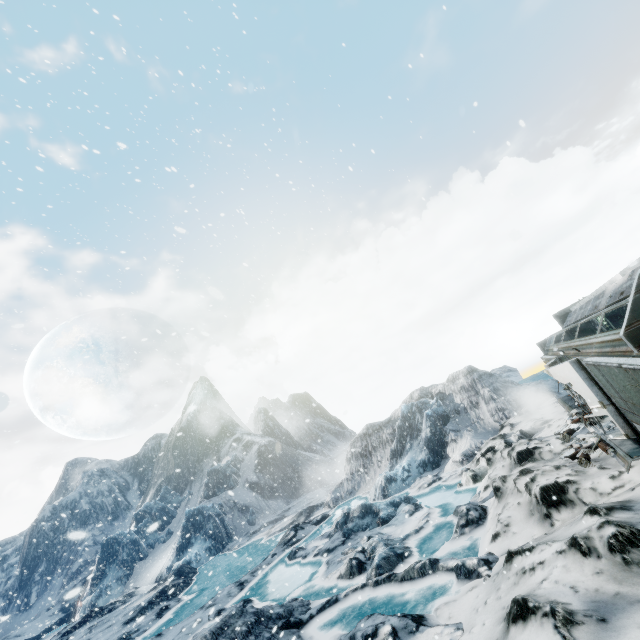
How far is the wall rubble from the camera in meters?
9.9 m

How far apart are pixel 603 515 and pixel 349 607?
9.0 meters

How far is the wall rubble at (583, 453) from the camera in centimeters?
994cm
